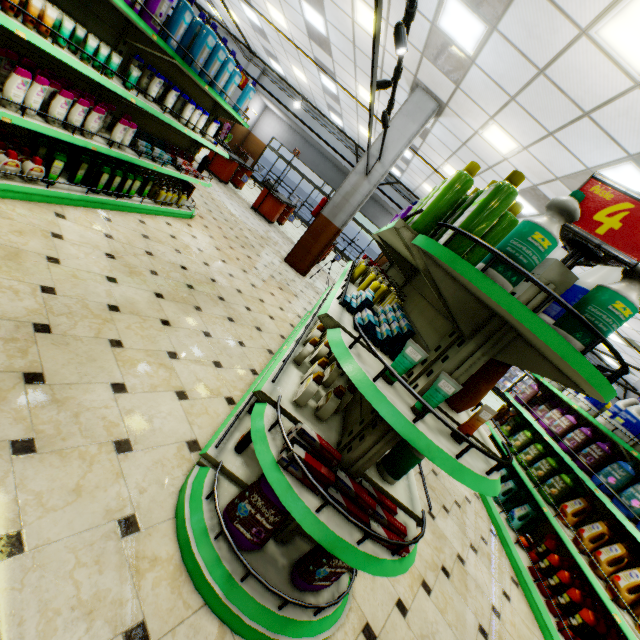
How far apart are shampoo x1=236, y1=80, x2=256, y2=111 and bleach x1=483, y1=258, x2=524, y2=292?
5.13m

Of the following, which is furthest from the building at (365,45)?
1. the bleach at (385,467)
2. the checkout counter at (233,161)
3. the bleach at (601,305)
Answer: the bleach at (601,305)

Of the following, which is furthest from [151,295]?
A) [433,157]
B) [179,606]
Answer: [433,157]

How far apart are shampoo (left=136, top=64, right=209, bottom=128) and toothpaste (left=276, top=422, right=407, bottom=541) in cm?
432

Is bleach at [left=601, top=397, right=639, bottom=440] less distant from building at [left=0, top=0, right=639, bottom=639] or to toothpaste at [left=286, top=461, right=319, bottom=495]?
building at [left=0, top=0, right=639, bottom=639]

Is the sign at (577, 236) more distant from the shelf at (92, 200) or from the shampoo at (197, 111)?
the shampoo at (197, 111)

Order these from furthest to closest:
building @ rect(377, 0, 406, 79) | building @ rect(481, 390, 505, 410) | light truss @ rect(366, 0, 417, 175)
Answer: building @ rect(481, 390, 505, 410) → building @ rect(377, 0, 406, 79) → light truss @ rect(366, 0, 417, 175)

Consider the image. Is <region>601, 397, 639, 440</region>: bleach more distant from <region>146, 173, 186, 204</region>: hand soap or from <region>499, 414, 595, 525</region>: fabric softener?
<region>146, 173, 186, 204</region>: hand soap
